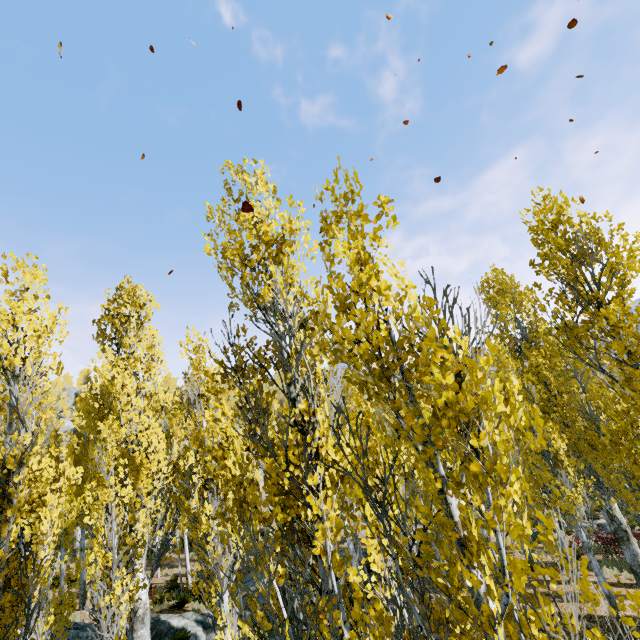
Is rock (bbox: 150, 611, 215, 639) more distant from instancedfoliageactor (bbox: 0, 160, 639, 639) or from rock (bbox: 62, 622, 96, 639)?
instancedfoliageactor (bbox: 0, 160, 639, 639)

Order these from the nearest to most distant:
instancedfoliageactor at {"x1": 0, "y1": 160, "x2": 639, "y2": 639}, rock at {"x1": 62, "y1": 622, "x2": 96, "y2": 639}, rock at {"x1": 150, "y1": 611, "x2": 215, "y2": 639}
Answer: instancedfoliageactor at {"x1": 0, "y1": 160, "x2": 639, "y2": 639} < rock at {"x1": 62, "y1": 622, "x2": 96, "y2": 639} < rock at {"x1": 150, "y1": 611, "x2": 215, "y2": 639}

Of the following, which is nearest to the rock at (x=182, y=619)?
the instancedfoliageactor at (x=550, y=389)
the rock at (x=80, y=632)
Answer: the rock at (x=80, y=632)

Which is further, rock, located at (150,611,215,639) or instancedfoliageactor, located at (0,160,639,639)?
rock, located at (150,611,215,639)

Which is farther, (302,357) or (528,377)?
(302,357)

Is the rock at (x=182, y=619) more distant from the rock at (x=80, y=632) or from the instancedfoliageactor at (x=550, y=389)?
the instancedfoliageactor at (x=550, y=389)

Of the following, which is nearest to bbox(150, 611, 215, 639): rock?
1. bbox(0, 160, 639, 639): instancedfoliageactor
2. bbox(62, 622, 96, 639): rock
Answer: bbox(62, 622, 96, 639): rock

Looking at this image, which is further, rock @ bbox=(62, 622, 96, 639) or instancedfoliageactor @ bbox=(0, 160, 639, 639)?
rock @ bbox=(62, 622, 96, 639)
